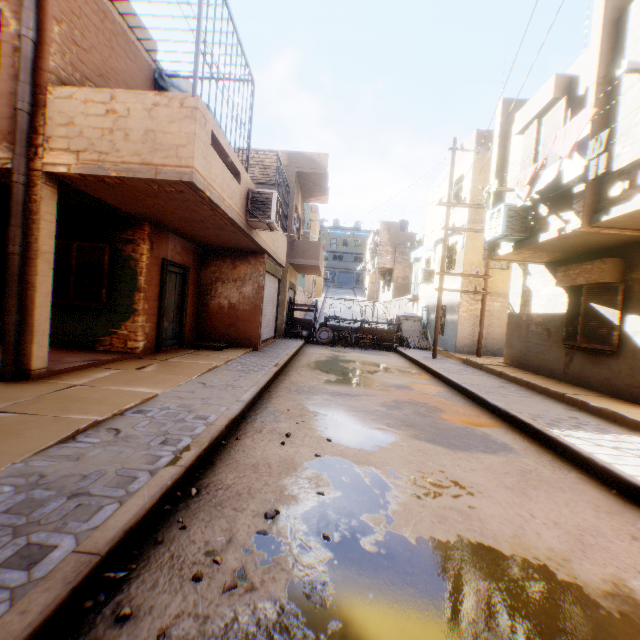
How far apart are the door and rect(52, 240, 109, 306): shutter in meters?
1.4

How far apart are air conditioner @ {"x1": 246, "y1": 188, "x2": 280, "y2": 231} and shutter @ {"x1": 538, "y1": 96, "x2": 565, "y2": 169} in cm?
631

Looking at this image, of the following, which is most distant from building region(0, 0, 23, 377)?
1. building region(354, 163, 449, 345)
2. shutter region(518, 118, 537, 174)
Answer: building region(354, 163, 449, 345)

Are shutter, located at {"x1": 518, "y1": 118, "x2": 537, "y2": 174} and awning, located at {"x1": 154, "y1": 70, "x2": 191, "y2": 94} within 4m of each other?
no

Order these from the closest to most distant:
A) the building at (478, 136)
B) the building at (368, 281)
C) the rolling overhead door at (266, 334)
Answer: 1. the rolling overhead door at (266, 334)
2. the building at (478, 136)
3. the building at (368, 281)

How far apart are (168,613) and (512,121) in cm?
1309

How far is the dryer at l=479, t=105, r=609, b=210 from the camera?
5.2 meters

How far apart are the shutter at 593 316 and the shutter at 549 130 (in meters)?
2.94
